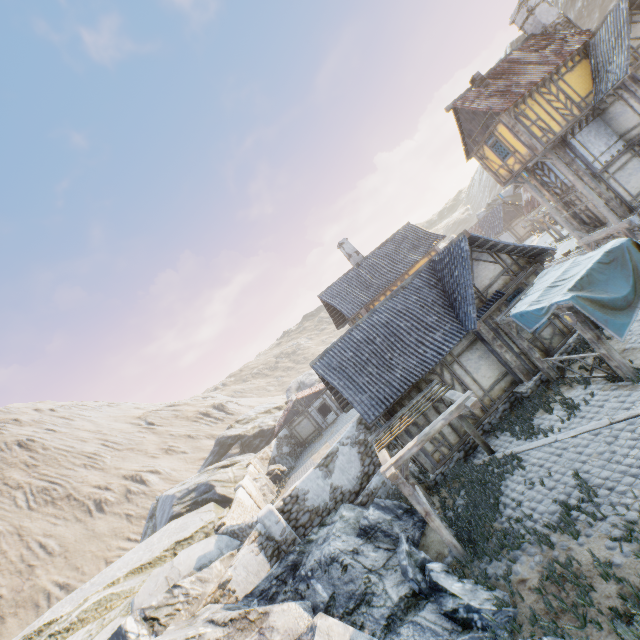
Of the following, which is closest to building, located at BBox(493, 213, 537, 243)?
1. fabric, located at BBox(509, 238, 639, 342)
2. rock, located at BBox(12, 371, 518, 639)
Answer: rock, located at BBox(12, 371, 518, 639)

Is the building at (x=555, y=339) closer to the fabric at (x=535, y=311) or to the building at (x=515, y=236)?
Result: the fabric at (x=535, y=311)

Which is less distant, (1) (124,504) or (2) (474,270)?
(2) (474,270)

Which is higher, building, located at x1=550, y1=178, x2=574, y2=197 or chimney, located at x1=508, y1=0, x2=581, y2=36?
chimney, located at x1=508, y1=0, x2=581, y2=36

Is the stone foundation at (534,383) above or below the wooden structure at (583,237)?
below

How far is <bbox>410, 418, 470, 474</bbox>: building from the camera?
11.9m

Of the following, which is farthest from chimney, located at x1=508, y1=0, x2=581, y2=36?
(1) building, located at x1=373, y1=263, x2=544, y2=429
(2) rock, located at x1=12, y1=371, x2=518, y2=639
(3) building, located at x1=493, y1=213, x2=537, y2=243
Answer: (3) building, located at x1=493, y1=213, x2=537, y2=243

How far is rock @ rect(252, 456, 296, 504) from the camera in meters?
25.6
